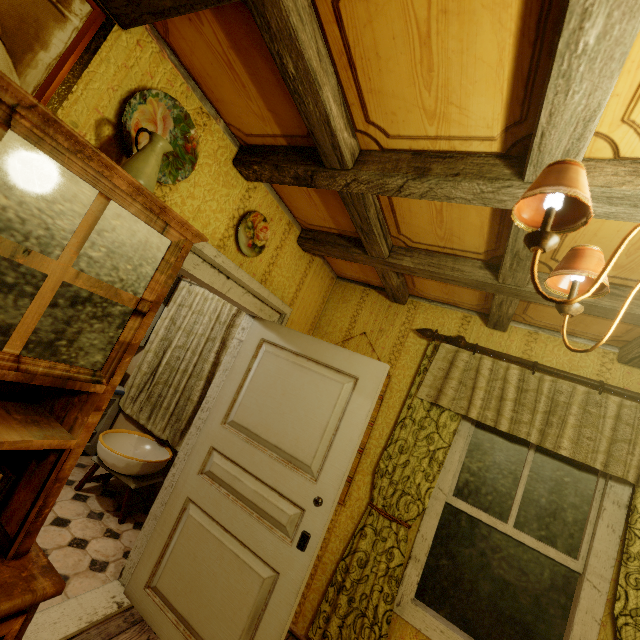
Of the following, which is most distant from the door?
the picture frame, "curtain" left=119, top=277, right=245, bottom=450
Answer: the picture frame

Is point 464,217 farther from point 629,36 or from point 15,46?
point 15,46

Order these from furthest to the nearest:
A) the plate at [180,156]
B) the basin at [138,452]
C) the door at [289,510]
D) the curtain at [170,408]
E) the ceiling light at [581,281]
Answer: the curtain at [170,408], the basin at [138,452], the door at [289,510], the plate at [180,156], the ceiling light at [581,281]

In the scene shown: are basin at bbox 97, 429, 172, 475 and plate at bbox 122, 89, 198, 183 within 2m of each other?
no

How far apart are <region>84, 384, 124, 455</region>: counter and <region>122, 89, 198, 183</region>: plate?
2.7m

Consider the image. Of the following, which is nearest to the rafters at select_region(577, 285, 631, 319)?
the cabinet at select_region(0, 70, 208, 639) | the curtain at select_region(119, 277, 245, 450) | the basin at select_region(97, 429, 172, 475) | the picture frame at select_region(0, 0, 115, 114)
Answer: the picture frame at select_region(0, 0, 115, 114)

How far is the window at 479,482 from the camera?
2.3 meters

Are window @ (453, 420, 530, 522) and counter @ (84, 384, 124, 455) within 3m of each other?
no
